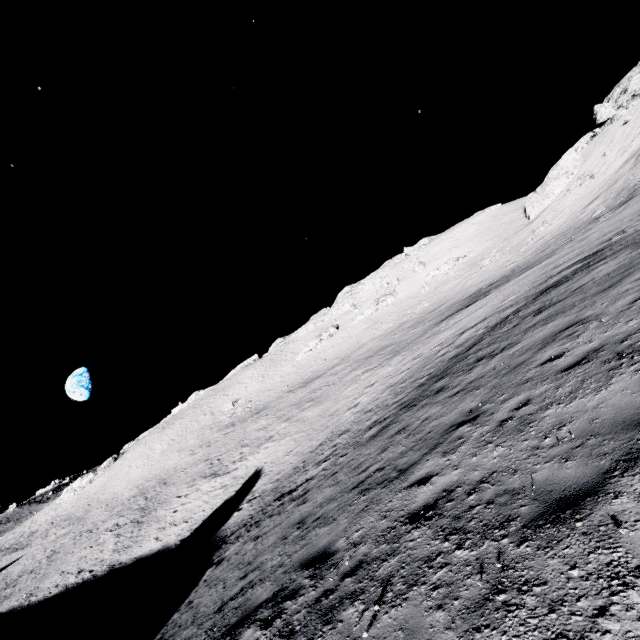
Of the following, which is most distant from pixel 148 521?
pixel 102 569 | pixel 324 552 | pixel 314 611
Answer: pixel 314 611
